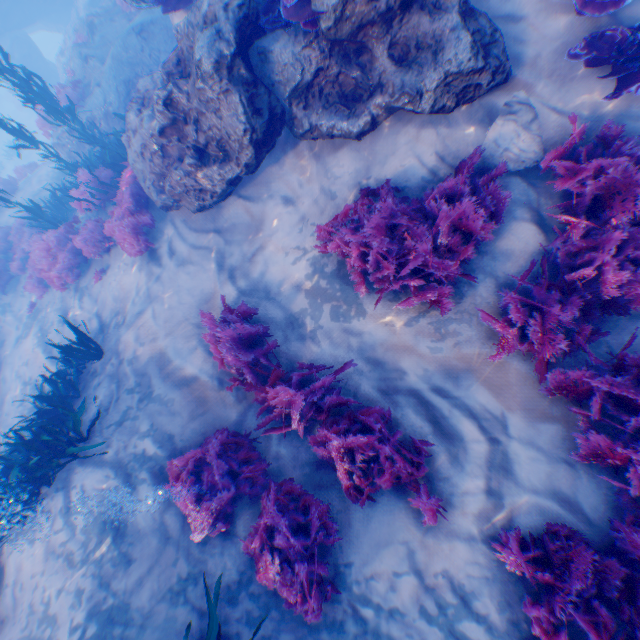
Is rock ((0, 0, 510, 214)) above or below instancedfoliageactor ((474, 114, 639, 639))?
above

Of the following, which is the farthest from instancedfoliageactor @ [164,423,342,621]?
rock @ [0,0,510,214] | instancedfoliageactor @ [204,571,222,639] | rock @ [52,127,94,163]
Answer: rock @ [52,127,94,163]

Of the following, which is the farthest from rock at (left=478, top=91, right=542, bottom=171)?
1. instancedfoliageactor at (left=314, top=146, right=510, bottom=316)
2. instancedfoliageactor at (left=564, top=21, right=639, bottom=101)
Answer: instancedfoliageactor at (left=314, top=146, right=510, bottom=316)

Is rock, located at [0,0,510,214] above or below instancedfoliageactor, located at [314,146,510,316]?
above

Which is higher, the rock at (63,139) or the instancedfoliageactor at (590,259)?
the rock at (63,139)

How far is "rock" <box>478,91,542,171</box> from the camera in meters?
4.3

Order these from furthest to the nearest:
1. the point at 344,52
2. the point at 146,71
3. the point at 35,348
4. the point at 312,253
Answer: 1. the point at 146,71
2. the point at 35,348
3. the point at 312,253
4. the point at 344,52

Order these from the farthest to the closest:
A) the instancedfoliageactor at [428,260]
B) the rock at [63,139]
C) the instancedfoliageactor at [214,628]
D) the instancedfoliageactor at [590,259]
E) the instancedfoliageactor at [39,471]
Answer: the rock at [63,139], the instancedfoliageactor at [39,471], the instancedfoliageactor at [428,260], the instancedfoliageactor at [214,628], the instancedfoliageactor at [590,259]
